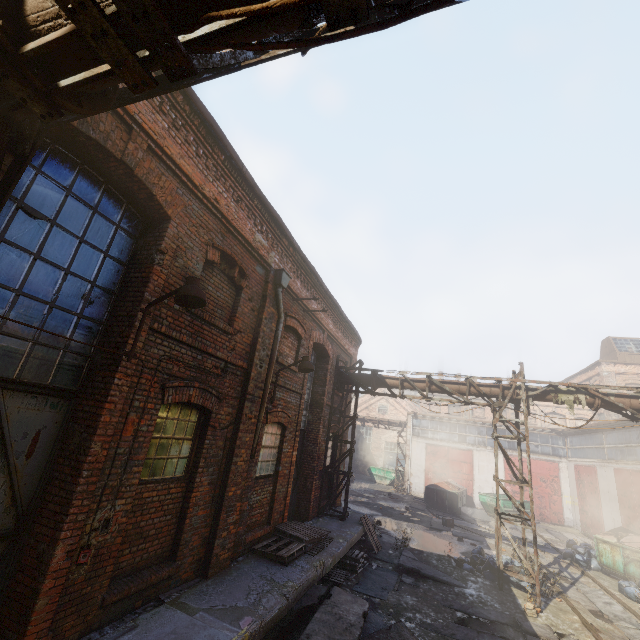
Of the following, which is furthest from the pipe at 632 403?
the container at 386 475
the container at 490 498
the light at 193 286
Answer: the container at 386 475

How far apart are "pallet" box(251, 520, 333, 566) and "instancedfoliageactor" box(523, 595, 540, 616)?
5.36m

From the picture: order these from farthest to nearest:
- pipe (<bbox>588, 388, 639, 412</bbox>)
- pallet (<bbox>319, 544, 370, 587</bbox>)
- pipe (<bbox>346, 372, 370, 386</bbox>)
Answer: pipe (<bbox>346, 372, 370, 386</bbox>), pipe (<bbox>588, 388, 639, 412</bbox>), pallet (<bbox>319, 544, 370, 587</bbox>)

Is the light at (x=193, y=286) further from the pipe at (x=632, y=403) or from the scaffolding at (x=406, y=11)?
the scaffolding at (x=406, y=11)

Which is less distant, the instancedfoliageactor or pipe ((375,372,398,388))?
the instancedfoliageactor

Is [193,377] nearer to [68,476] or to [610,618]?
[68,476]

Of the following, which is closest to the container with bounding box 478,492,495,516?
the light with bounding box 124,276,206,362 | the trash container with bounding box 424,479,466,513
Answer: the trash container with bounding box 424,479,466,513

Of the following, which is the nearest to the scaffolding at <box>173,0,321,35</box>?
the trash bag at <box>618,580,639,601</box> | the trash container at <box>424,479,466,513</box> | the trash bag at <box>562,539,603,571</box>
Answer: the trash bag at <box>618,580,639,601</box>
